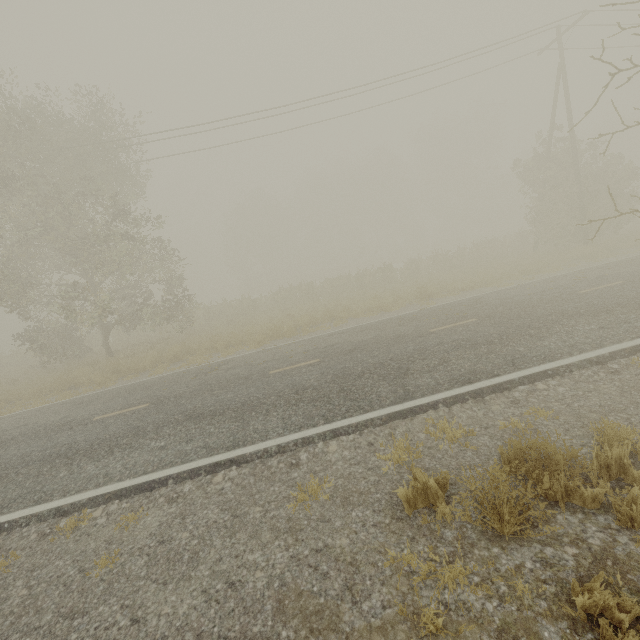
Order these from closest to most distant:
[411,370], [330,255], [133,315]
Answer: [411,370] → [133,315] → [330,255]
